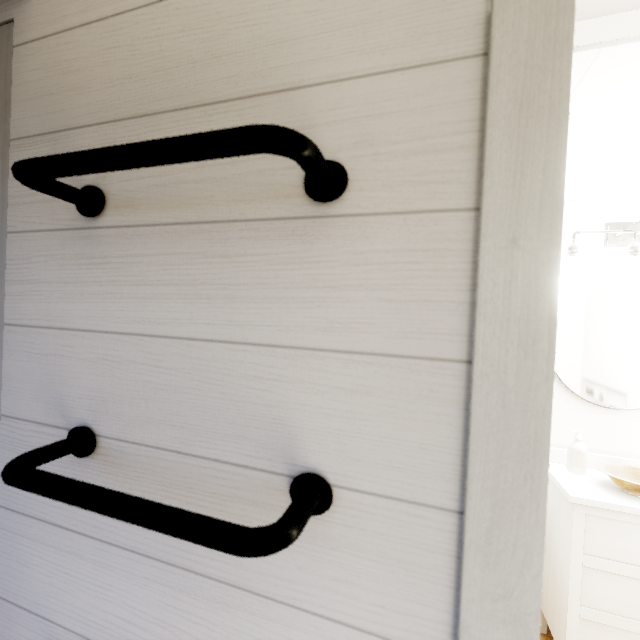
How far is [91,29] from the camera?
0.7m
